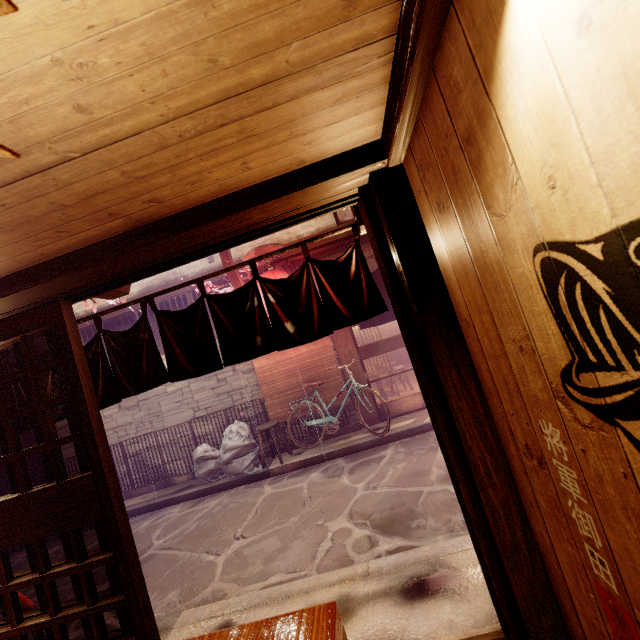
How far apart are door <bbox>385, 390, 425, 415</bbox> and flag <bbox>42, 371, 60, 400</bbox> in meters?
8.8

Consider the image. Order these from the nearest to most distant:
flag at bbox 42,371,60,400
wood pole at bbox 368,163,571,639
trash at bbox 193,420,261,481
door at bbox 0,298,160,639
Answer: wood pole at bbox 368,163,571,639 < door at bbox 0,298,160,639 < flag at bbox 42,371,60,400 < trash at bbox 193,420,261,481

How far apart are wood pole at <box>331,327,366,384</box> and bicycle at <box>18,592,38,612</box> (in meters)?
9.63

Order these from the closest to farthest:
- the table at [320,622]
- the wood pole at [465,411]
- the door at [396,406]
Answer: the table at [320,622] → the wood pole at [465,411] → the door at [396,406]

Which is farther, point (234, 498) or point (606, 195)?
point (234, 498)

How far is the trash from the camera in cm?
1145

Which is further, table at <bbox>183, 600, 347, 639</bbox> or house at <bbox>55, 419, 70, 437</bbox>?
house at <bbox>55, 419, 70, 437</bbox>

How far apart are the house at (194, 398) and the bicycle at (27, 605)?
7.8 meters
